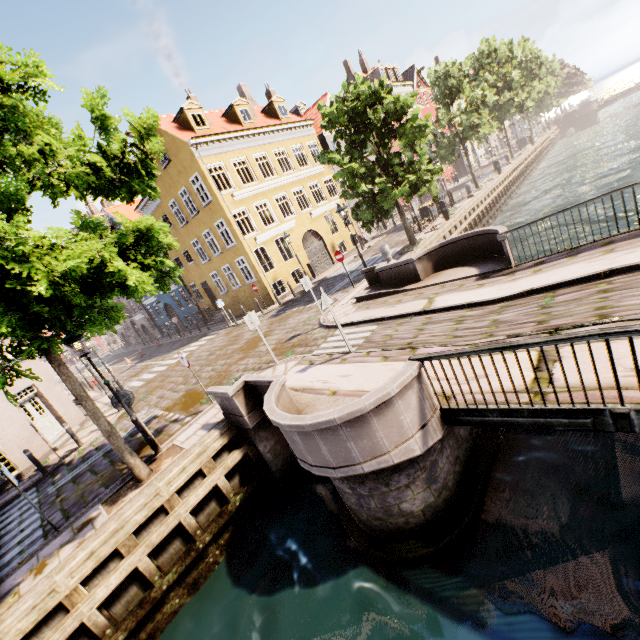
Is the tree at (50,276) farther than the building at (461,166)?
No

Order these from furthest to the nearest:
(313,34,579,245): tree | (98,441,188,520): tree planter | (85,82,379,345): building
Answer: (85,82,379,345): building, (313,34,579,245): tree, (98,441,188,520): tree planter

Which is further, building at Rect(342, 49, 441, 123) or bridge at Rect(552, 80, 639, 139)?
bridge at Rect(552, 80, 639, 139)

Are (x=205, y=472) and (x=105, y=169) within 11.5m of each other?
yes

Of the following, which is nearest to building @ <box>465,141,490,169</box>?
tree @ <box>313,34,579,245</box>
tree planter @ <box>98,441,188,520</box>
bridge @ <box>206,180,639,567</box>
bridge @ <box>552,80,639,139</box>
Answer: tree @ <box>313,34,579,245</box>

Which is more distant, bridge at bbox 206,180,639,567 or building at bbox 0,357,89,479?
building at bbox 0,357,89,479

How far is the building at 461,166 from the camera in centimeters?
4912cm

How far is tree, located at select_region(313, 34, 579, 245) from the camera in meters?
14.7 m
